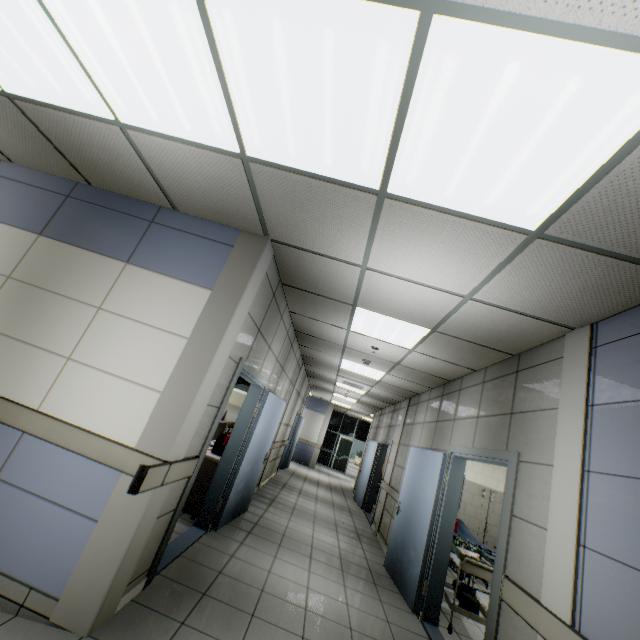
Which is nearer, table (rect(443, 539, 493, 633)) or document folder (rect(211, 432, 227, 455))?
table (rect(443, 539, 493, 633))

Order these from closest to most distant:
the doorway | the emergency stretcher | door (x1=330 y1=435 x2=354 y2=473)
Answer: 1. the emergency stretcher
2. the doorway
3. door (x1=330 y1=435 x2=354 y2=473)

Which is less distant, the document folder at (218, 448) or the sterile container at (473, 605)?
the sterile container at (473, 605)

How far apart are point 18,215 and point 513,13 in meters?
4.4

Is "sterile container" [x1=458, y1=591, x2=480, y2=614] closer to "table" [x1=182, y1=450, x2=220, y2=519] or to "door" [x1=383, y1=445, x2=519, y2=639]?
"door" [x1=383, y1=445, x2=519, y2=639]

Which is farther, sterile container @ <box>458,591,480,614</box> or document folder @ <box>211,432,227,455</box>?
document folder @ <box>211,432,227,455</box>

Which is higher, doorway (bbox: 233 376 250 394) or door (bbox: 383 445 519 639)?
doorway (bbox: 233 376 250 394)

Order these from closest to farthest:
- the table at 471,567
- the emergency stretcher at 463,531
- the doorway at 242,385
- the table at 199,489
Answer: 1. the table at 471,567
2. the table at 199,489
3. the emergency stretcher at 463,531
4. the doorway at 242,385
